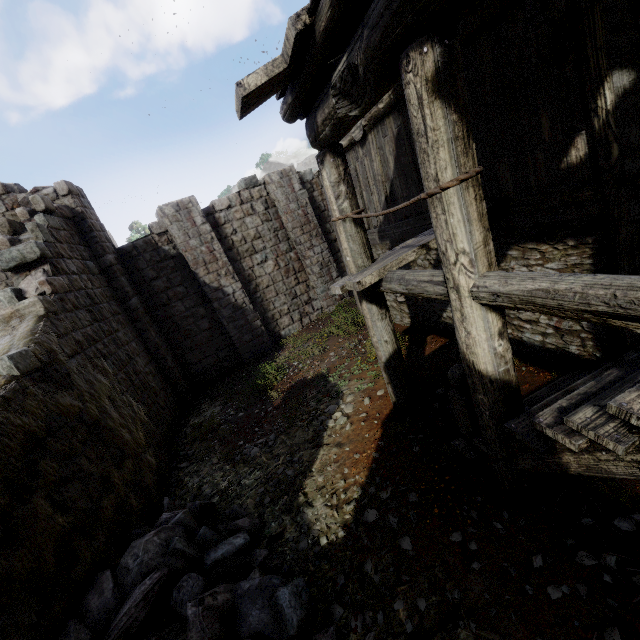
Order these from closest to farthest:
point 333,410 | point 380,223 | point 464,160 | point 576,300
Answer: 1. point 576,300
2. point 464,160
3. point 333,410
4. point 380,223

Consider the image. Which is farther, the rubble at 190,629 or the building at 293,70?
the rubble at 190,629

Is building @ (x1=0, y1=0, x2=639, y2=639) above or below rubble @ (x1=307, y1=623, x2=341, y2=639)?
above

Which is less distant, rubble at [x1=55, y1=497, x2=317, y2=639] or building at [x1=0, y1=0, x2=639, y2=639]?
building at [x1=0, y1=0, x2=639, y2=639]

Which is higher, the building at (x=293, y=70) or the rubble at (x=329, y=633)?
the building at (x=293, y=70)
